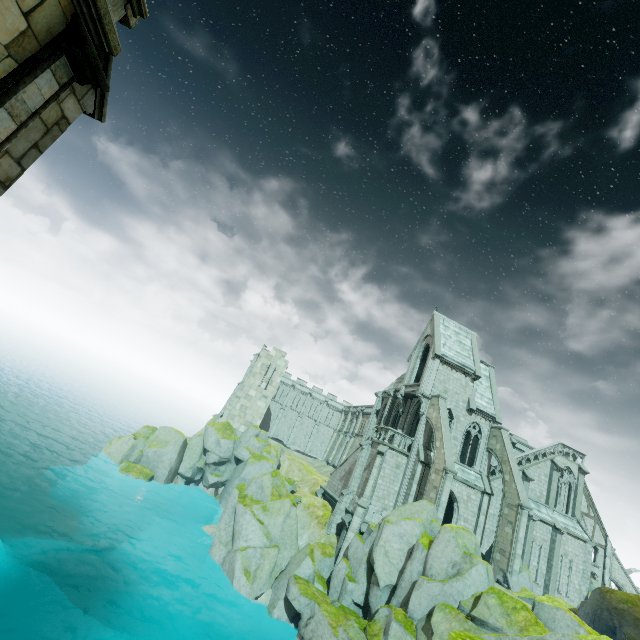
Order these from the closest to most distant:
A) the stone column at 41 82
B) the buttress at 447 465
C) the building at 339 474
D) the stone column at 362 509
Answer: the stone column at 41 82, the buttress at 447 465, the stone column at 362 509, the building at 339 474

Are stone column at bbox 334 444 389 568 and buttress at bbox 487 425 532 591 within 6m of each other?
no

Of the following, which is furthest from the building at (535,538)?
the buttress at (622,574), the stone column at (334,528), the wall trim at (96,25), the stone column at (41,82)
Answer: the wall trim at (96,25)

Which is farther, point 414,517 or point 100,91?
point 414,517

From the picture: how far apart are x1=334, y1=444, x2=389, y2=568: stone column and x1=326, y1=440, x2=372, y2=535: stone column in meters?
2.0

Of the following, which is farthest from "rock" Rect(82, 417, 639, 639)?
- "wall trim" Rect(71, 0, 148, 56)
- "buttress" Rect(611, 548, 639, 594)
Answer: "buttress" Rect(611, 548, 639, 594)

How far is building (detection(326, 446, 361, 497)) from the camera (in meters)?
32.53

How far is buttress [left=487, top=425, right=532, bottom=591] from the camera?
23.3m
